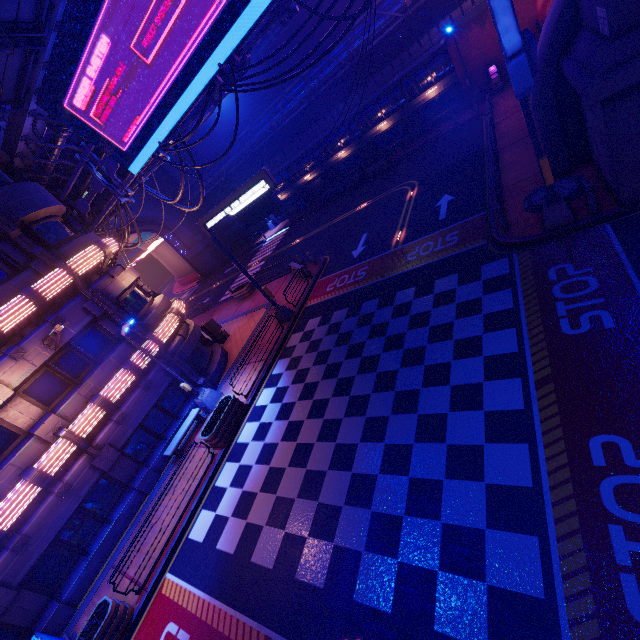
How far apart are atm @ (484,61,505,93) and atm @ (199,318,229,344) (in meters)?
28.71

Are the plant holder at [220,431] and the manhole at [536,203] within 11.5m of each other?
no

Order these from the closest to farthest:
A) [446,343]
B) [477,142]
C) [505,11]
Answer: [505,11] → [446,343] → [477,142]

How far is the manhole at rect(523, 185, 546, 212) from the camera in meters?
12.4 m

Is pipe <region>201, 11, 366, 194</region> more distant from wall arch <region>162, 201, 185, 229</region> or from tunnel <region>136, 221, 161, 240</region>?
tunnel <region>136, 221, 161, 240</region>

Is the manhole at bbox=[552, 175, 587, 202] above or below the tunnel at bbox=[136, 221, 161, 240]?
below

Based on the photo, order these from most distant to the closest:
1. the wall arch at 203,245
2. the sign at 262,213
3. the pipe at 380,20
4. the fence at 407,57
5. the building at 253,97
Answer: the wall arch at 203,245 → the building at 253,97 → the fence at 407,57 → the pipe at 380,20 → the sign at 262,213

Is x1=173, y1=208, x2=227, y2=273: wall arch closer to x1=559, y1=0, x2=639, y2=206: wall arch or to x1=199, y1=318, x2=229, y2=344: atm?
x1=199, y1=318, x2=229, y2=344: atm
